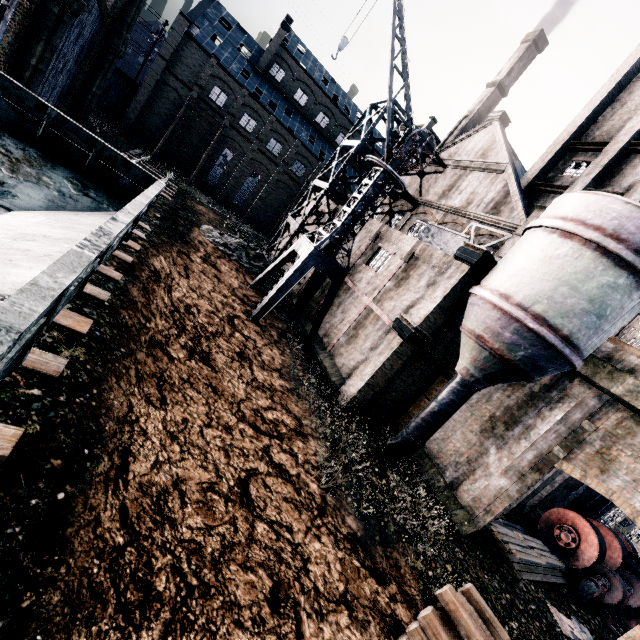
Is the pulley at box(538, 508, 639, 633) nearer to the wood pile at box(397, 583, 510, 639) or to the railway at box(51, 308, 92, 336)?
the wood pile at box(397, 583, 510, 639)

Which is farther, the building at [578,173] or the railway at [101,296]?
the building at [578,173]

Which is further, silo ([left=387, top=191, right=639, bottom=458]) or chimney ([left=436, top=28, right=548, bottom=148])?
chimney ([left=436, top=28, right=548, bottom=148])

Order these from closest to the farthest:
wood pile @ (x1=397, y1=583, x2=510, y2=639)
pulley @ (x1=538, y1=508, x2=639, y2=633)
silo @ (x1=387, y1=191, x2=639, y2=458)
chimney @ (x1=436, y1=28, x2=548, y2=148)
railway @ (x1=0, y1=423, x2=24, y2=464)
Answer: railway @ (x1=0, y1=423, x2=24, y2=464)
wood pile @ (x1=397, y1=583, x2=510, y2=639)
silo @ (x1=387, y1=191, x2=639, y2=458)
pulley @ (x1=538, y1=508, x2=639, y2=633)
chimney @ (x1=436, y1=28, x2=548, y2=148)

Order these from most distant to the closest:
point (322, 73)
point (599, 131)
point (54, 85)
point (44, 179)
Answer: point (322, 73) < point (54, 85) < point (599, 131) < point (44, 179)

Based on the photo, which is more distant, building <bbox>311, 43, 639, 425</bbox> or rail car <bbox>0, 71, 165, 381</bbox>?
building <bbox>311, 43, 639, 425</bbox>

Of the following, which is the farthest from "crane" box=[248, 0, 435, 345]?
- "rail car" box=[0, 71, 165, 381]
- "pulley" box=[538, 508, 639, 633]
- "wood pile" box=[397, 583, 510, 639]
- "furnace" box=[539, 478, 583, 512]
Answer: "furnace" box=[539, 478, 583, 512]
